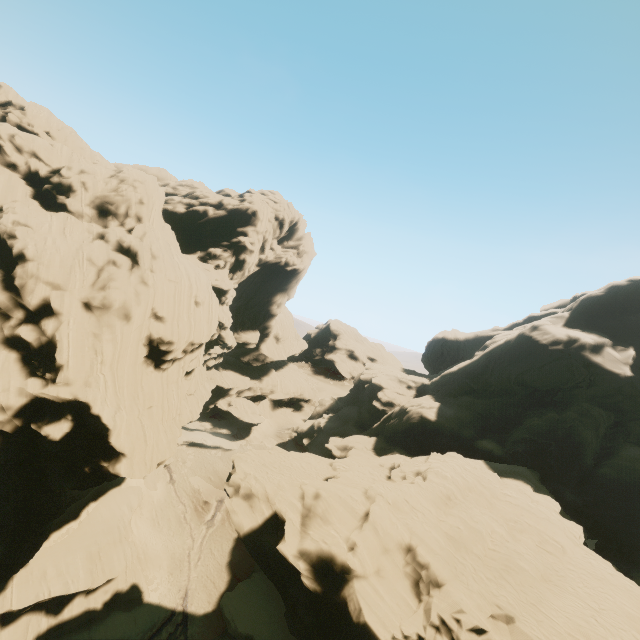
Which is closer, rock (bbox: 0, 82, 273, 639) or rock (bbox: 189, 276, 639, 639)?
rock (bbox: 189, 276, 639, 639)

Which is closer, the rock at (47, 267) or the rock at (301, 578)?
the rock at (301, 578)

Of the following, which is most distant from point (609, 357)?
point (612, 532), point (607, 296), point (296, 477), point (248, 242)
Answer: point (248, 242)
